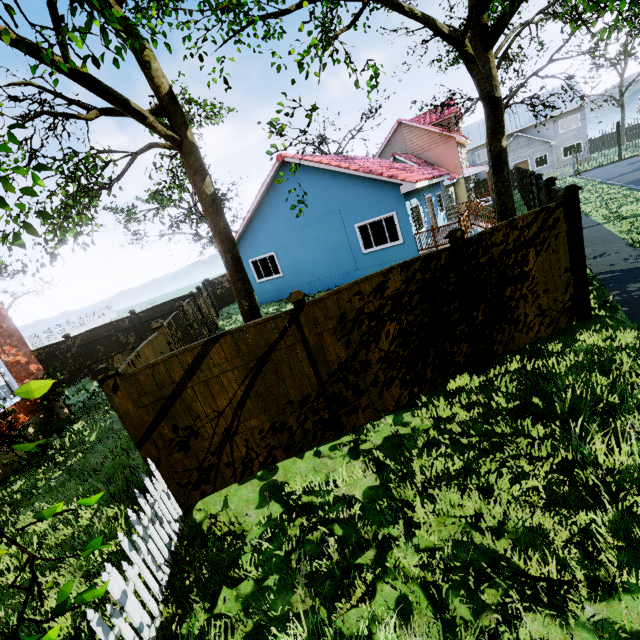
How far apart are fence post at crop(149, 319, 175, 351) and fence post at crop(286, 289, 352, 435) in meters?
3.9

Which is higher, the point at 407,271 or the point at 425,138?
the point at 425,138

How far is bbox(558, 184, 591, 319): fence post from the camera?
5.69m

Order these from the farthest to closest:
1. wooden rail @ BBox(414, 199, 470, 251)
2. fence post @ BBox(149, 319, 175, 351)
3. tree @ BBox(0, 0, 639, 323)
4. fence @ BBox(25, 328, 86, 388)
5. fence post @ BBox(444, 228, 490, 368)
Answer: fence @ BBox(25, 328, 86, 388), wooden rail @ BBox(414, 199, 470, 251), fence post @ BBox(149, 319, 175, 351), fence post @ BBox(444, 228, 490, 368), tree @ BBox(0, 0, 639, 323)

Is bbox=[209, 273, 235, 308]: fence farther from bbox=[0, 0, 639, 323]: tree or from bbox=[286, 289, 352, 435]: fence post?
bbox=[0, 0, 639, 323]: tree

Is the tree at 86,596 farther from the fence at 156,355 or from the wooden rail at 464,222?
the wooden rail at 464,222

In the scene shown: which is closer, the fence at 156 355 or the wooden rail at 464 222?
the fence at 156 355

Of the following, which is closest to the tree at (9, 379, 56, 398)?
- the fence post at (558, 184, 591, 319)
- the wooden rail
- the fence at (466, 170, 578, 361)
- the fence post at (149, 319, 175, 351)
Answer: the fence at (466, 170, 578, 361)
